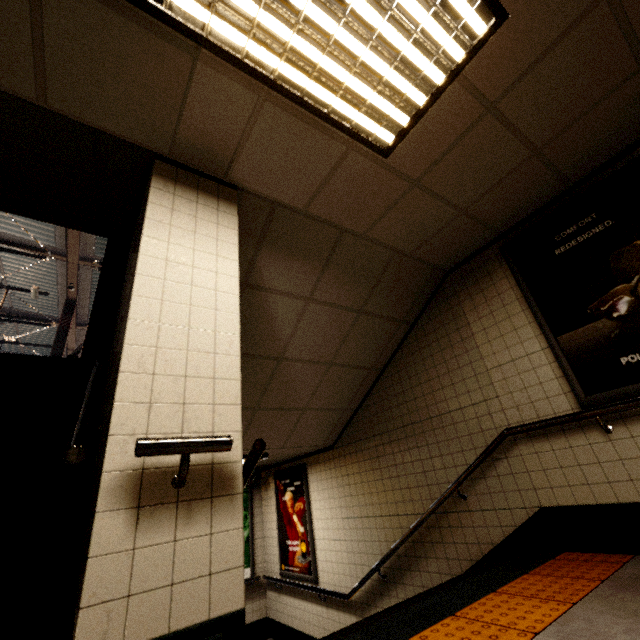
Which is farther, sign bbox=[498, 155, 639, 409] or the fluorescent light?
sign bbox=[498, 155, 639, 409]

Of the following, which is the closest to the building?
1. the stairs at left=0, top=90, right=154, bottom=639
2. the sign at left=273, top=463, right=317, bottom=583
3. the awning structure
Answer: the stairs at left=0, top=90, right=154, bottom=639

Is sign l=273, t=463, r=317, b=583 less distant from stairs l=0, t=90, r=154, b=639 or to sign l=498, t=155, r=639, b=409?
stairs l=0, t=90, r=154, b=639

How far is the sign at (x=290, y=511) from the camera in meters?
5.5 m

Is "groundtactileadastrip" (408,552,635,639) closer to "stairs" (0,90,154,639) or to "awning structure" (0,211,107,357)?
"stairs" (0,90,154,639)

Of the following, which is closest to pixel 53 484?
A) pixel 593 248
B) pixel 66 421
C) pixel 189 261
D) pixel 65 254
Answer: pixel 66 421

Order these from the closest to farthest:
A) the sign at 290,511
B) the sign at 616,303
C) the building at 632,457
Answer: the building at 632,457
the sign at 616,303
the sign at 290,511

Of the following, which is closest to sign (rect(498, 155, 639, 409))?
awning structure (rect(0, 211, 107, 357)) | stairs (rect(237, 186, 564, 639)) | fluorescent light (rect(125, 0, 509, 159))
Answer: stairs (rect(237, 186, 564, 639))
